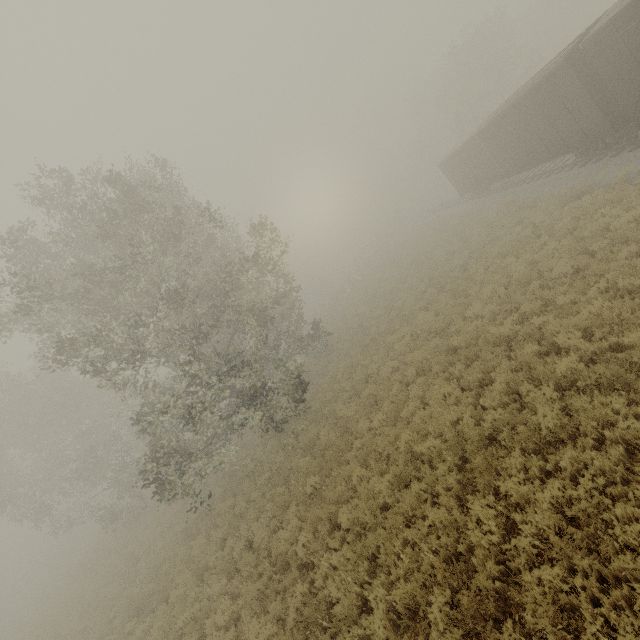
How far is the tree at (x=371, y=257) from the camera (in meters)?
47.41

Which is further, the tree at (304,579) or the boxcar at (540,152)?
the boxcar at (540,152)

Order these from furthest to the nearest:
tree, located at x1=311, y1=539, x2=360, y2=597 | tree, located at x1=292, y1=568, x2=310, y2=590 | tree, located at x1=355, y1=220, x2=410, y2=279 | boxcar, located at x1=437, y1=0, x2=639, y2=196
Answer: tree, located at x1=355, y1=220, x2=410, y2=279, boxcar, located at x1=437, y1=0, x2=639, y2=196, tree, located at x1=292, y1=568, x2=310, y2=590, tree, located at x1=311, y1=539, x2=360, y2=597

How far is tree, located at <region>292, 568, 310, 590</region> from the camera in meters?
7.5

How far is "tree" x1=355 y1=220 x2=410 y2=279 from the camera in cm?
4741

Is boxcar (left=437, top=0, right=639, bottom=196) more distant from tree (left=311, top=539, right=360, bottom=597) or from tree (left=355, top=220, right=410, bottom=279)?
tree (left=355, top=220, right=410, bottom=279)

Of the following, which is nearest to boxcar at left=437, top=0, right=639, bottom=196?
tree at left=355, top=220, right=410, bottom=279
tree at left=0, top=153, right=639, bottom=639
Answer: tree at left=0, top=153, right=639, bottom=639

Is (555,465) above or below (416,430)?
below
